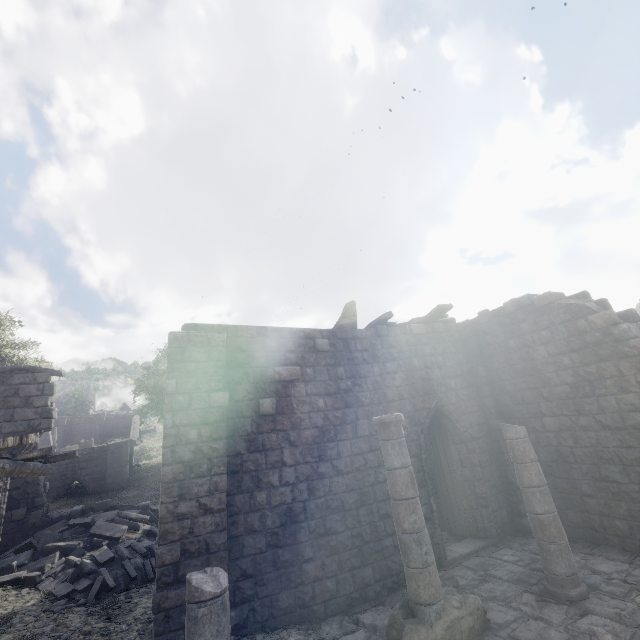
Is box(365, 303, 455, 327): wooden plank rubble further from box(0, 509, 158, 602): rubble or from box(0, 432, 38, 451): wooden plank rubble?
box(0, 432, 38, 451): wooden plank rubble

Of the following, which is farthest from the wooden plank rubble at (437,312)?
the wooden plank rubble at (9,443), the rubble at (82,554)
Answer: the wooden plank rubble at (9,443)

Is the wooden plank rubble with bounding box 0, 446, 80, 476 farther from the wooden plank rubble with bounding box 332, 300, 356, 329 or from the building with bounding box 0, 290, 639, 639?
the wooden plank rubble with bounding box 332, 300, 356, 329

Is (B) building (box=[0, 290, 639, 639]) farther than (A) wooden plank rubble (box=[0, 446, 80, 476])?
Yes

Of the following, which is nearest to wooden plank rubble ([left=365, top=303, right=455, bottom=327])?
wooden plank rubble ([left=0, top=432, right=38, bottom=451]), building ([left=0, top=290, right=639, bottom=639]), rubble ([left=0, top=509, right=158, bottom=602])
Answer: building ([left=0, top=290, right=639, bottom=639])

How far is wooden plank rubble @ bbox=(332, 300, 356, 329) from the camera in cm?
→ 982

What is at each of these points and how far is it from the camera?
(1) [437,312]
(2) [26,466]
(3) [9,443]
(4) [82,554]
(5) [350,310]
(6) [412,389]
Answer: (1) wooden plank rubble, 11.7 meters
(2) wooden plank rubble, 6.0 meters
(3) wooden plank rubble, 4.3 meters
(4) rubble, 10.0 meters
(5) wooden plank rubble, 10.3 meters
(6) building, 10.3 meters

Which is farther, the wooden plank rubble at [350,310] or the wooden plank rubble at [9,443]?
the wooden plank rubble at [350,310]
